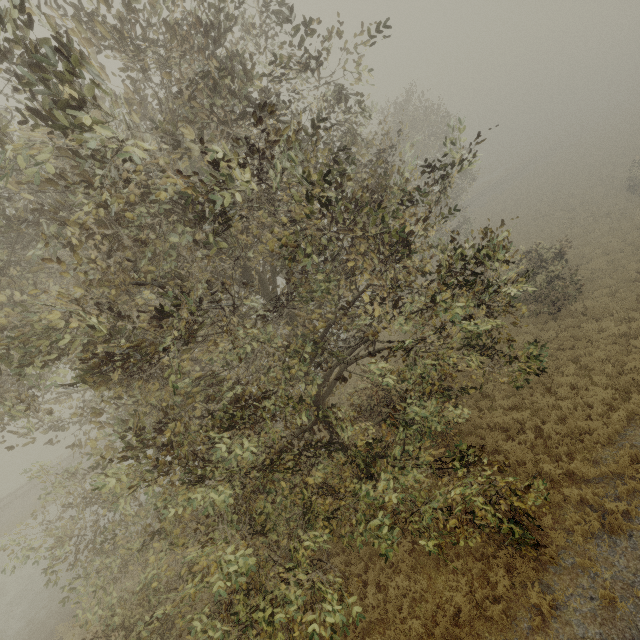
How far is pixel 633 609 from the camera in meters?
7.2
